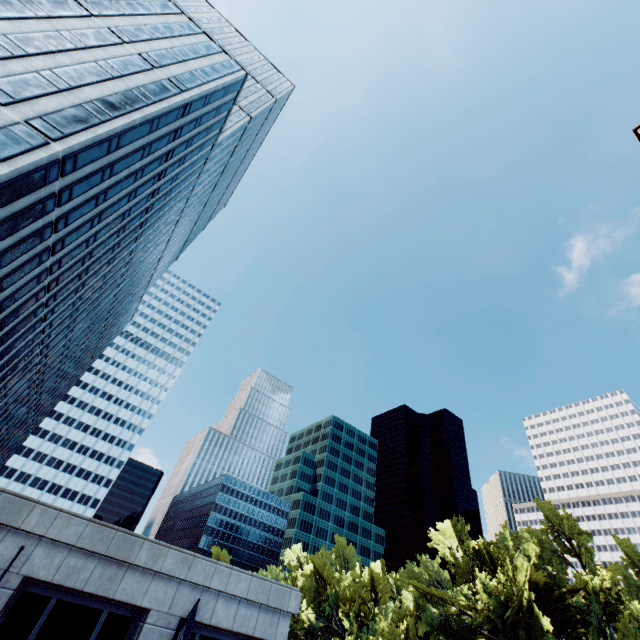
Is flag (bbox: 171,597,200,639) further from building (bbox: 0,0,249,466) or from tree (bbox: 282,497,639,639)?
tree (bbox: 282,497,639,639)

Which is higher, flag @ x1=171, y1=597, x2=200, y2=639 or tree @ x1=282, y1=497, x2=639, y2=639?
tree @ x1=282, y1=497, x2=639, y2=639

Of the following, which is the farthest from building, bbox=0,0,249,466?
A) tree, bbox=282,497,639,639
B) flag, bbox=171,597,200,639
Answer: tree, bbox=282,497,639,639

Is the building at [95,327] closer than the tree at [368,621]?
Yes

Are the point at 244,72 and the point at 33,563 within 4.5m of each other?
no

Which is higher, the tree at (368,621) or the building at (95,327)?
the building at (95,327)
